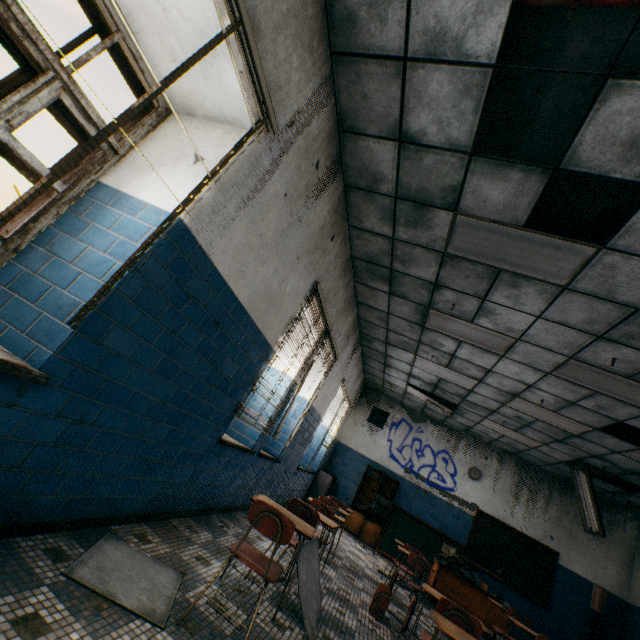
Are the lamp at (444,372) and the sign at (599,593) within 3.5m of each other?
no

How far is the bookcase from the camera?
8.66m

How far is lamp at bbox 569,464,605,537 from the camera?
6.8m

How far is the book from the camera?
6.33m

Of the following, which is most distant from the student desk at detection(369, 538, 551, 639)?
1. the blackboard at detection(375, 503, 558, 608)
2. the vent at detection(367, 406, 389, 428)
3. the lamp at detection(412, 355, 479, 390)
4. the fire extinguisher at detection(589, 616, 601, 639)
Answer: the fire extinguisher at detection(589, 616, 601, 639)

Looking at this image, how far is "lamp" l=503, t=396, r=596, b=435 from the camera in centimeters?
592cm

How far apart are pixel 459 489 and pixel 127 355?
9.9m

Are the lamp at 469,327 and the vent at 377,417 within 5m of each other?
no
